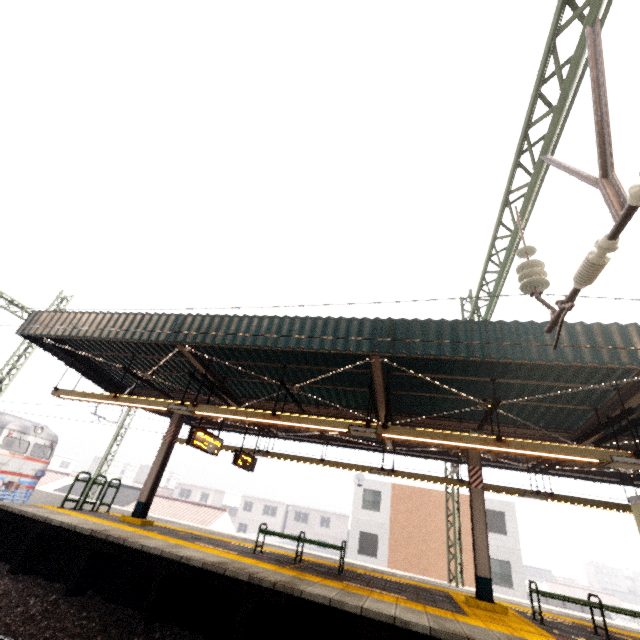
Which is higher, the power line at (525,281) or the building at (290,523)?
the power line at (525,281)

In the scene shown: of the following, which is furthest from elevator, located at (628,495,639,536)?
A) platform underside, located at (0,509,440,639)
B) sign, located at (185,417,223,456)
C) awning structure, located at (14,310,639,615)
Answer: sign, located at (185,417,223,456)

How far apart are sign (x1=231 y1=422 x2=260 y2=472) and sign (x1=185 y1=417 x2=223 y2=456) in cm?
134

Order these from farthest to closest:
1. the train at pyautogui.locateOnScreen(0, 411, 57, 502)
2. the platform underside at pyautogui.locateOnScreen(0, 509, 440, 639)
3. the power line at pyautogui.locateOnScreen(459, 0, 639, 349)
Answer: the train at pyautogui.locateOnScreen(0, 411, 57, 502) < the platform underside at pyautogui.locateOnScreen(0, 509, 440, 639) < the power line at pyautogui.locateOnScreen(459, 0, 639, 349)

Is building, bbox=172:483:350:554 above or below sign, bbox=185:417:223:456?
below

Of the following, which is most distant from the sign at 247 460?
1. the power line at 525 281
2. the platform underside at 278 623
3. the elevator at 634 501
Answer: the elevator at 634 501

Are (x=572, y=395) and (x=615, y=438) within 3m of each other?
yes

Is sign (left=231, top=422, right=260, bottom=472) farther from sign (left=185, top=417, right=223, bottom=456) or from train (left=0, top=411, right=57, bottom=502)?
train (left=0, top=411, right=57, bottom=502)
